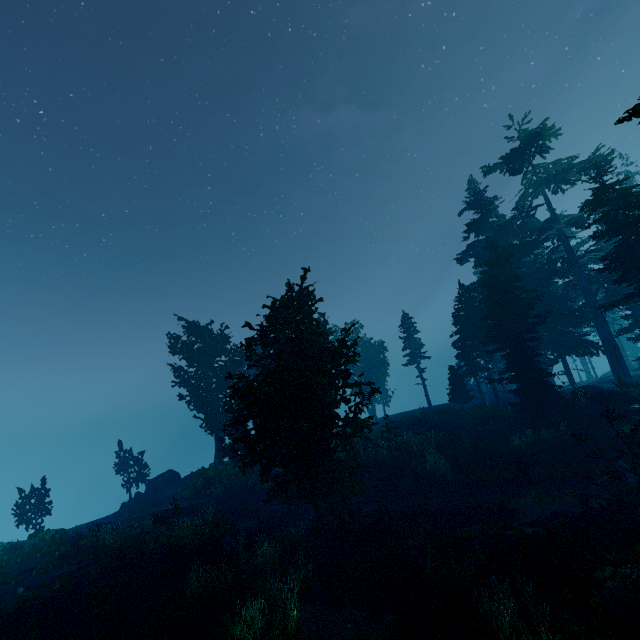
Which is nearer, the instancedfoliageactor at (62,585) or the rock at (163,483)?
the instancedfoliageactor at (62,585)

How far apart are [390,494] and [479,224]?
28.8 meters

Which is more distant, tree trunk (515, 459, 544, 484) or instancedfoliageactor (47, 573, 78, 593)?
tree trunk (515, 459, 544, 484)

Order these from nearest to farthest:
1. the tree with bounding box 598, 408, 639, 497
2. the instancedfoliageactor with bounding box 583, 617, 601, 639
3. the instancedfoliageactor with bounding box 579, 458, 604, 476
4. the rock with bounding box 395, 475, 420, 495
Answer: the instancedfoliageactor with bounding box 583, 617, 601, 639, the tree with bounding box 598, 408, 639, 497, the instancedfoliageactor with bounding box 579, 458, 604, 476, the rock with bounding box 395, 475, 420, 495

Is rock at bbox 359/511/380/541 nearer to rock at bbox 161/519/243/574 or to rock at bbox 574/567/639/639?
rock at bbox 161/519/243/574

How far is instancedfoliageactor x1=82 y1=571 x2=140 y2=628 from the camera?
11.5 meters

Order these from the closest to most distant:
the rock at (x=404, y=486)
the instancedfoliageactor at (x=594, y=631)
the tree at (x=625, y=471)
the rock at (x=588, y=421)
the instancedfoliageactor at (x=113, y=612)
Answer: the instancedfoliageactor at (x=594, y=631)
the instancedfoliageactor at (x=113, y=612)
the tree at (x=625, y=471)
the rock at (x=588, y=421)
the rock at (x=404, y=486)

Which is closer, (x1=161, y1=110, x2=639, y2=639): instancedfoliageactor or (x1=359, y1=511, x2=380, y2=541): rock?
(x1=161, y1=110, x2=639, y2=639): instancedfoliageactor
